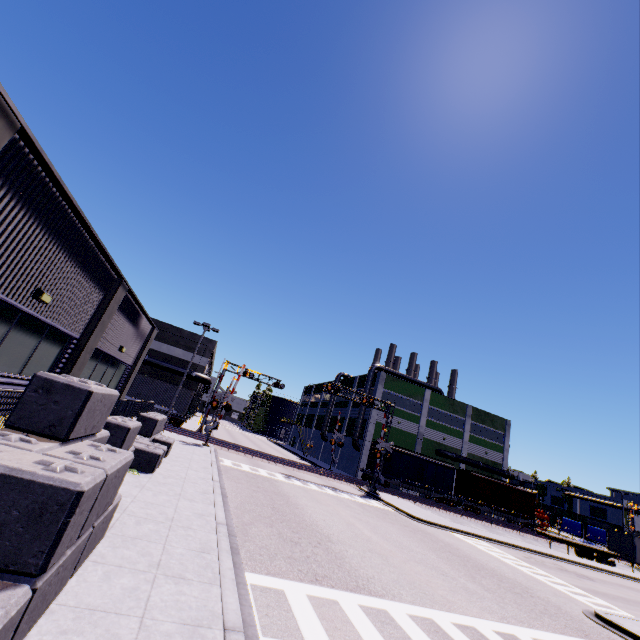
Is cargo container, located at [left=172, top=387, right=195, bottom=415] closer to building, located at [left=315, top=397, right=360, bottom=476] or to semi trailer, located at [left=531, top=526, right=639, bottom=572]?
building, located at [left=315, top=397, right=360, bottom=476]

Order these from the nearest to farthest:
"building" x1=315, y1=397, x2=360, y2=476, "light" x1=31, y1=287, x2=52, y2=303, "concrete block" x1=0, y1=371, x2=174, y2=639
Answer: "concrete block" x1=0, y1=371, x2=174, y2=639, "light" x1=31, y1=287, x2=52, y2=303, "building" x1=315, y1=397, x2=360, y2=476

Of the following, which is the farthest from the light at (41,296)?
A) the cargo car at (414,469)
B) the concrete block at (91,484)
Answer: the cargo car at (414,469)

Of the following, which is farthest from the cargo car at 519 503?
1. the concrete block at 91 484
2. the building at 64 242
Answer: the concrete block at 91 484

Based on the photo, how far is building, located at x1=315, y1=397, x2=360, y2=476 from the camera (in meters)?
46.03

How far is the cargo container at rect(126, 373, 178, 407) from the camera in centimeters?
3288cm

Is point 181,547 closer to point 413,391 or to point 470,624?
point 470,624

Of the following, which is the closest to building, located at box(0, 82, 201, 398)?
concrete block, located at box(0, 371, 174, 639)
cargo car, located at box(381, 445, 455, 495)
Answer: concrete block, located at box(0, 371, 174, 639)
